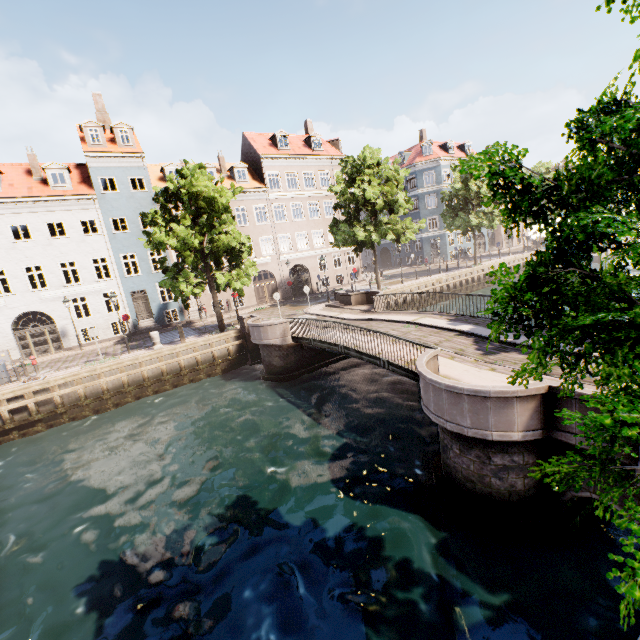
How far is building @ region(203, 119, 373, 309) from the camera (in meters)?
30.72

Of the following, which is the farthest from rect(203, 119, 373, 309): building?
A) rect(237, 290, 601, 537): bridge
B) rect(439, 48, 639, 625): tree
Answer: rect(237, 290, 601, 537): bridge

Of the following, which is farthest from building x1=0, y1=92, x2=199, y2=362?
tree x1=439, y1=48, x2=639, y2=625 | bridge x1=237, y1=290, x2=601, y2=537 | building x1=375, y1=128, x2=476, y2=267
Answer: building x1=375, y1=128, x2=476, y2=267

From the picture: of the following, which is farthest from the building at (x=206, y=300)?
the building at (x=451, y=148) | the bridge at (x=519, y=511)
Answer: the building at (x=451, y=148)

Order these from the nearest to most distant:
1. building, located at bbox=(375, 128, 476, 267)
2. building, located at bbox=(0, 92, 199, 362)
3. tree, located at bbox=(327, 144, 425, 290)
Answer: building, located at bbox=(0, 92, 199, 362)
tree, located at bbox=(327, 144, 425, 290)
building, located at bbox=(375, 128, 476, 267)

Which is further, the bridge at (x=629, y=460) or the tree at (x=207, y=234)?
the tree at (x=207, y=234)

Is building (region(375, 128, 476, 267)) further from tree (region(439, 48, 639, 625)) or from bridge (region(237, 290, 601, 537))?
bridge (region(237, 290, 601, 537))

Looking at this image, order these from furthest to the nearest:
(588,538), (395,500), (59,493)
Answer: (59,493), (395,500), (588,538)
